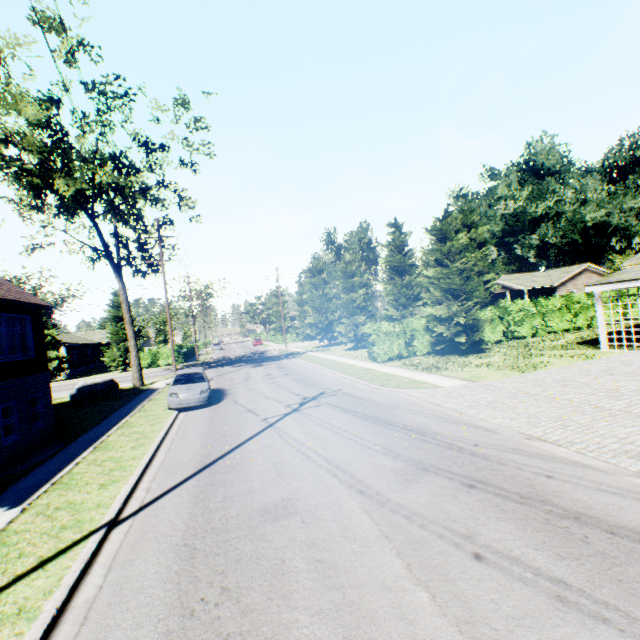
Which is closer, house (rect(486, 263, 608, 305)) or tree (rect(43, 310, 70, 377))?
tree (rect(43, 310, 70, 377))

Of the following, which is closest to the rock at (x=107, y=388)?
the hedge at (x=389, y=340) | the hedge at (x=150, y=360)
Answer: the hedge at (x=150, y=360)

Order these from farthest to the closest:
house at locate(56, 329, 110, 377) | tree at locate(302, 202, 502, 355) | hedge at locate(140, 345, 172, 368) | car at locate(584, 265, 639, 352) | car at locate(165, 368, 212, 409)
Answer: house at locate(56, 329, 110, 377), hedge at locate(140, 345, 172, 368), tree at locate(302, 202, 502, 355), car at locate(584, 265, 639, 352), car at locate(165, 368, 212, 409)

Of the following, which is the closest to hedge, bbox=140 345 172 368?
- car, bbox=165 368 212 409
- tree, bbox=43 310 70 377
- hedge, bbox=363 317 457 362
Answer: tree, bbox=43 310 70 377

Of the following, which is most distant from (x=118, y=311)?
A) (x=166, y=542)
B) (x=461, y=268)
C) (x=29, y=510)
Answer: (x=166, y=542)

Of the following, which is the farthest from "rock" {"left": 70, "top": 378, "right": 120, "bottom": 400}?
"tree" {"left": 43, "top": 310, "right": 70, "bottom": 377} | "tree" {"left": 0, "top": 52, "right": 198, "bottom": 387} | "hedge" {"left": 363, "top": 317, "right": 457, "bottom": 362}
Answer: "tree" {"left": 43, "top": 310, "right": 70, "bottom": 377}

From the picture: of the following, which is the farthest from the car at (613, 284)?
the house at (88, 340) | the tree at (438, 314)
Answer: the house at (88, 340)

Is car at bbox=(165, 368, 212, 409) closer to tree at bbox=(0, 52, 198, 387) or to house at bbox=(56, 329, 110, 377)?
tree at bbox=(0, 52, 198, 387)
